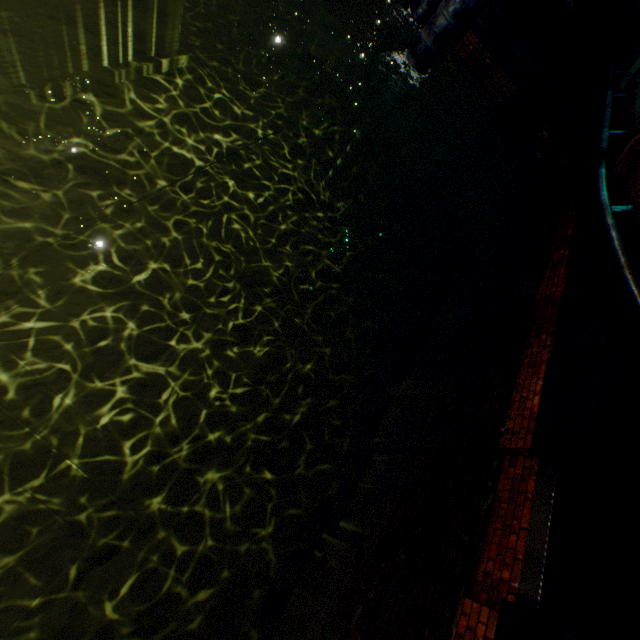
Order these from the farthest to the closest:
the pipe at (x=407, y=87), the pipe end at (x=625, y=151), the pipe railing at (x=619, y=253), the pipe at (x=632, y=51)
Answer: the pipe at (x=632, y=51) < the pipe at (x=407, y=87) < the pipe end at (x=625, y=151) < the pipe railing at (x=619, y=253)

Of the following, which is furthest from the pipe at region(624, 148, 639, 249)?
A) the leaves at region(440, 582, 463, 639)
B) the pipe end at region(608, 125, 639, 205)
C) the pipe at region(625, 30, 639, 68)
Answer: the pipe at region(625, 30, 639, 68)

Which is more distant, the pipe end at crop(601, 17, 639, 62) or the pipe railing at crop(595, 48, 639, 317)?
the pipe end at crop(601, 17, 639, 62)

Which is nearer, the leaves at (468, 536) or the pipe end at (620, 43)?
the leaves at (468, 536)

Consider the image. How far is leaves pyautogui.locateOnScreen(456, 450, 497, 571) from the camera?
3.65m

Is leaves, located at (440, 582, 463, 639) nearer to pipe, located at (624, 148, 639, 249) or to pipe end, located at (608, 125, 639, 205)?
pipe, located at (624, 148, 639, 249)

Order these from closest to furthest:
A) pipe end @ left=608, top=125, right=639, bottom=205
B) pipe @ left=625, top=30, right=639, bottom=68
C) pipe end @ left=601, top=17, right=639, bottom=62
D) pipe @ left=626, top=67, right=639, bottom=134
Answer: pipe end @ left=608, top=125, right=639, bottom=205 → pipe @ left=626, top=67, right=639, bottom=134 → pipe @ left=625, top=30, right=639, bottom=68 → pipe end @ left=601, top=17, right=639, bottom=62

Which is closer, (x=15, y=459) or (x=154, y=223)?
(x=15, y=459)
